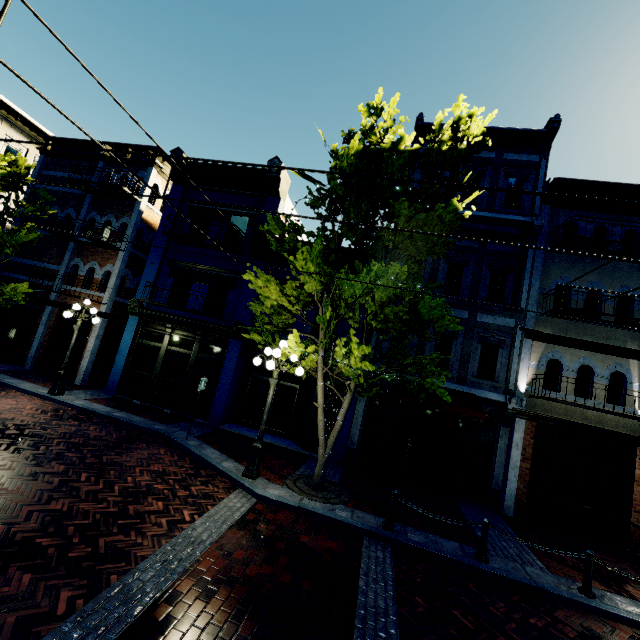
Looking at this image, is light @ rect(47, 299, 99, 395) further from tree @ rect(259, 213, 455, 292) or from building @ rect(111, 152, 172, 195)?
tree @ rect(259, 213, 455, 292)

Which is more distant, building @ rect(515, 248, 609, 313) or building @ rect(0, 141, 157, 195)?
building @ rect(0, 141, 157, 195)

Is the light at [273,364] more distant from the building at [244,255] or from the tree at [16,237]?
the tree at [16,237]

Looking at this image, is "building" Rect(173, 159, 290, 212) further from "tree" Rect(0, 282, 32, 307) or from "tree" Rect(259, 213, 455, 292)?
"tree" Rect(0, 282, 32, 307)

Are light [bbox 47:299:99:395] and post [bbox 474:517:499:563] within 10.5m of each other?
no

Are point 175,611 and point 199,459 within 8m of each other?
yes

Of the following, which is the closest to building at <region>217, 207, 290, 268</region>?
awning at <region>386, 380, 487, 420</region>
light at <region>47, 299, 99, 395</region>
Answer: awning at <region>386, 380, 487, 420</region>

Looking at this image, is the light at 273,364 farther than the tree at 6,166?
No
